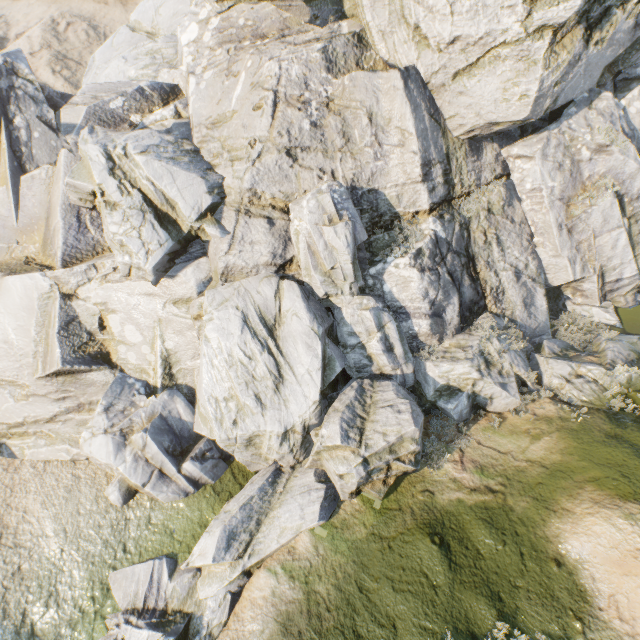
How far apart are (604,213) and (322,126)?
11.6 meters
